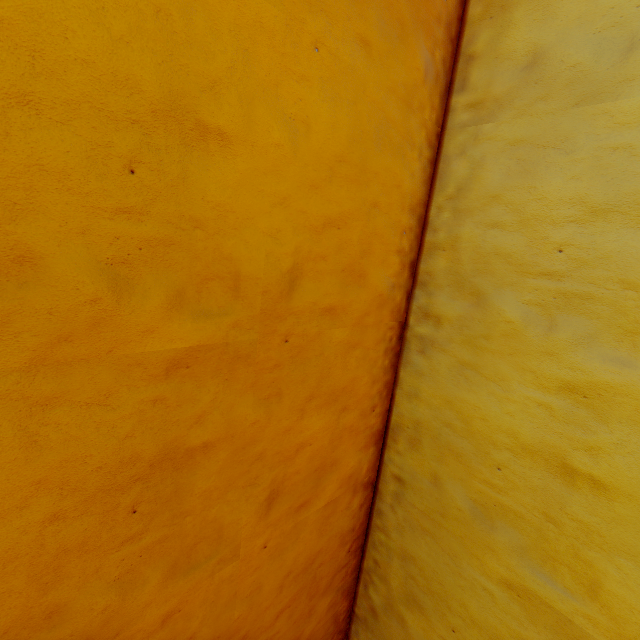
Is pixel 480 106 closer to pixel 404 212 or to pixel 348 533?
pixel 404 212
